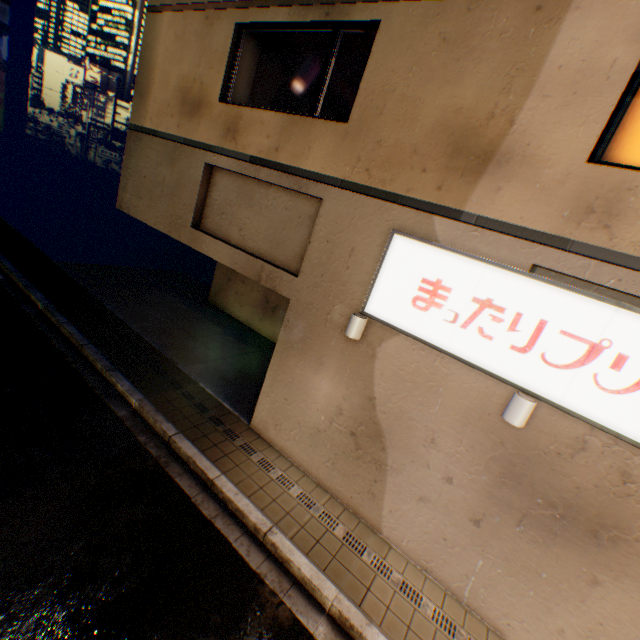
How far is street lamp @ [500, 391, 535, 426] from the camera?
4.31m

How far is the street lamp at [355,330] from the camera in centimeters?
556cm

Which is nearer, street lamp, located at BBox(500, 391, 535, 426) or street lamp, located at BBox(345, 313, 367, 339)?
street lamp, located at BBox(500, 391, 535, 426)

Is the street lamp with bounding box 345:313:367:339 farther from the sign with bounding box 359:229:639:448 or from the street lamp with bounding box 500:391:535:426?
the street lamp with bounding box 500:391:535:426

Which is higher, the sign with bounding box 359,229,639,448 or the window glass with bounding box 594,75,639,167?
the window glass with bounding box 594,75,639,167

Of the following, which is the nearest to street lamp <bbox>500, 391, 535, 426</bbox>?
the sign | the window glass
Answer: the sign

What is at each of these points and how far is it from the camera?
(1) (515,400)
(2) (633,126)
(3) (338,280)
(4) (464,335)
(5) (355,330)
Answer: (1) street lamp, 4.4 meters
(2) window glass, 4.3 meters
(3) building, 6.2 meters
(4) sign, 4.8 meters
(5) street lamp, 5.6 meters

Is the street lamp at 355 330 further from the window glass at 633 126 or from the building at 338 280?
the window glass at 633 126
